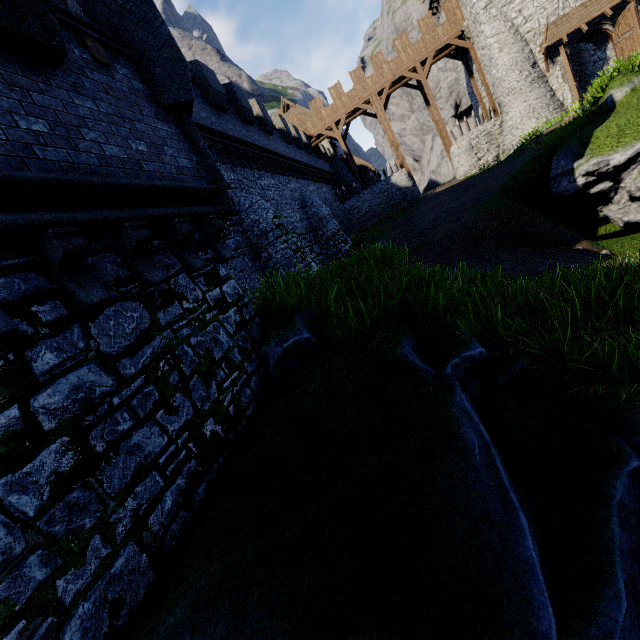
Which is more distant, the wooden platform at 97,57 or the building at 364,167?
the building at 364,167

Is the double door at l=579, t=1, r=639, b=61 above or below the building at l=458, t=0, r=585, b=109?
below

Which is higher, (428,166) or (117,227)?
(428,166)

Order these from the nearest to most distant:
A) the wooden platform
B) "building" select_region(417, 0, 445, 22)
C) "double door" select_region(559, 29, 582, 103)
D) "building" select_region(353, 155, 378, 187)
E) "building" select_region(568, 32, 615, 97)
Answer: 1. the wooden platform
2. "double door" select_region(559, 29, 582, 103)
3. "building" select_region(568, 32, 615, 97)
4. "building" select_region(417, 0, 445, 22)
5. "building" select_region(353, 155, 378, 187)

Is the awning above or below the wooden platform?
above

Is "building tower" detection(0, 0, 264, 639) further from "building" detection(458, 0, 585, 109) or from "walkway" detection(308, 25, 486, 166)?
"walkway" detection(308, 25, 486, 166)

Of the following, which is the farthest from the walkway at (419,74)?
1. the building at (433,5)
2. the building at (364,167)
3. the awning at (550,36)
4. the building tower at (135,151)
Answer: the building tower at (135,151)
